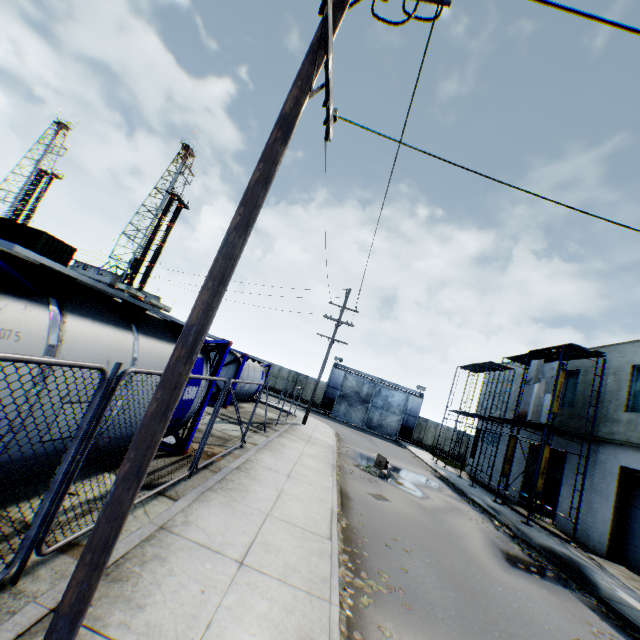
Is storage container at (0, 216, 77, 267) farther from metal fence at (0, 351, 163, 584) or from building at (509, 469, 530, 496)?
building at (509, 469, 530, 496)

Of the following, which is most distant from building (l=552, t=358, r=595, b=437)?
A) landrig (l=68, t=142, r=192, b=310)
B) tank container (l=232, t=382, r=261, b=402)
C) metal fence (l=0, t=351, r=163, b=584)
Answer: landrig (l=68, t=142, r=192, b=310)

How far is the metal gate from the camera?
38.2 meters

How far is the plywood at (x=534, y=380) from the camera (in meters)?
16.66

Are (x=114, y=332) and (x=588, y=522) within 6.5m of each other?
no

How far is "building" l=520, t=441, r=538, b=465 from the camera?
21.1 meters

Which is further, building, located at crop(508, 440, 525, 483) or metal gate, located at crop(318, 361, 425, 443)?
metal gate, located at crop(318, 361, 425, 443)

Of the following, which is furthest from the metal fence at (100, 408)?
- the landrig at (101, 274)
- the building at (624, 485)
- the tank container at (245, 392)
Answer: the landrig at (101, 274)
